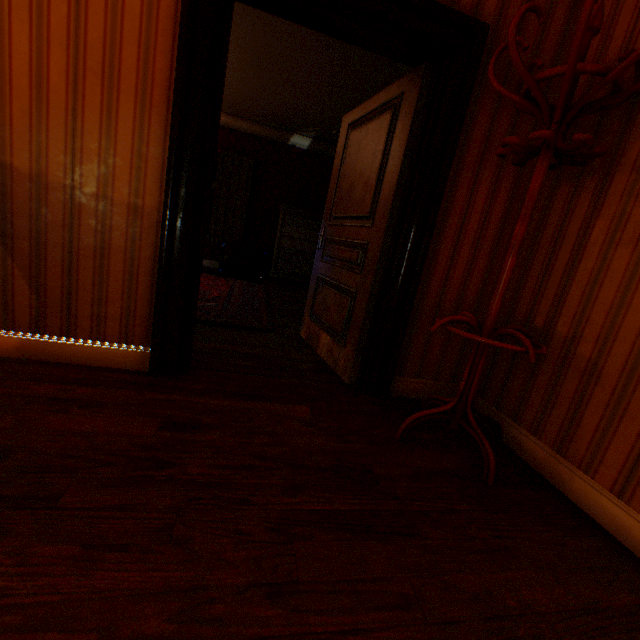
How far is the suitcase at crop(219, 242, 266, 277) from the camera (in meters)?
7.02

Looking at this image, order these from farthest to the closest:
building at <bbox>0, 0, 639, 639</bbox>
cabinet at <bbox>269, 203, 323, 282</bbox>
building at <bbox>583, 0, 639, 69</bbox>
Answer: cabinet at <bbox>269, 203, 323, 282</bbox>, building at <bbox>583, 0, 639, 69</bbox>, building at <bbox>0, 0, 639, 639</bbox>

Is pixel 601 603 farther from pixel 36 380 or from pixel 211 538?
pixel 36 380

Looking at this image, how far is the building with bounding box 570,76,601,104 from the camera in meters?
1.9 m

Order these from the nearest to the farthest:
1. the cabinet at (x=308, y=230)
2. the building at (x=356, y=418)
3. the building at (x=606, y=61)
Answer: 1. the building at (x=356, y=418)
2. the building at (x=606, y=61)
3. the cabinet at (x=308, y=230)

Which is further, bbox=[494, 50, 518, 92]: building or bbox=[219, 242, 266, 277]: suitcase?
bbox=[219, 242, 266, 277]: suitcase

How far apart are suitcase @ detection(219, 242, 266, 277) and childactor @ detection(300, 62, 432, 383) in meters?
4.0 m

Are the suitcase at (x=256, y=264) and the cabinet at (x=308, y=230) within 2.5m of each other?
yes
